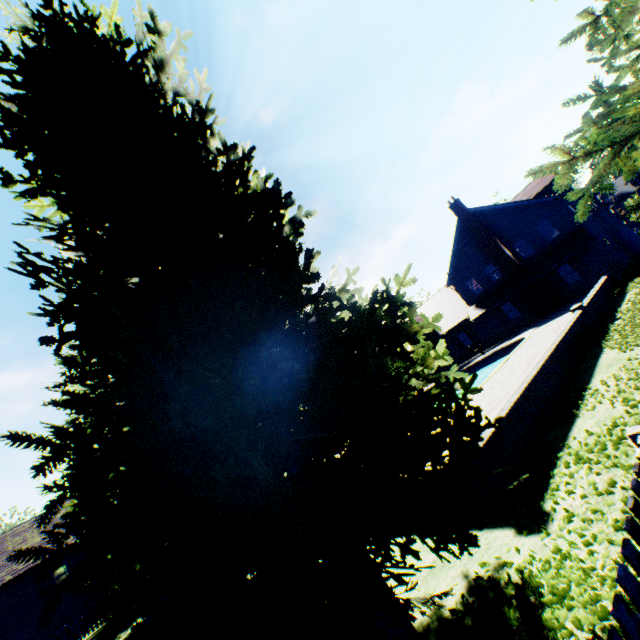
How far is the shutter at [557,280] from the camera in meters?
24.5

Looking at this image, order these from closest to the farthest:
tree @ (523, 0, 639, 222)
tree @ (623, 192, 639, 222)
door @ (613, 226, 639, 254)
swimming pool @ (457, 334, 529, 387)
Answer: tree @ (523, 0, 639, 222) < swimming pool @ (457, 334, 529, 387) < door @ (613, 226, 639, 254) < tree @ (623, 192, 639, 222)

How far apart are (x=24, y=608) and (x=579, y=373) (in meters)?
39.18

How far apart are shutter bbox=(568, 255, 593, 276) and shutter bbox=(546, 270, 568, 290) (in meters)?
1.00

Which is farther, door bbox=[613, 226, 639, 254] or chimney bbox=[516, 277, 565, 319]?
door bbox=[613, 226, 639, 254]

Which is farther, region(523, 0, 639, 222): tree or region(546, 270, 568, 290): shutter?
region(546, 270, 568, 290): shutter

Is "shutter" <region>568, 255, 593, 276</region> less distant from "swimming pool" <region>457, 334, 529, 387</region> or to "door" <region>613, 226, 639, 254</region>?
"swimming pool" <region>457, 334, 529, 387</region>

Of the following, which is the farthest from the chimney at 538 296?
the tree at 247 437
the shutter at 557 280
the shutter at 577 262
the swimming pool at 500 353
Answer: the tree at 247 437
